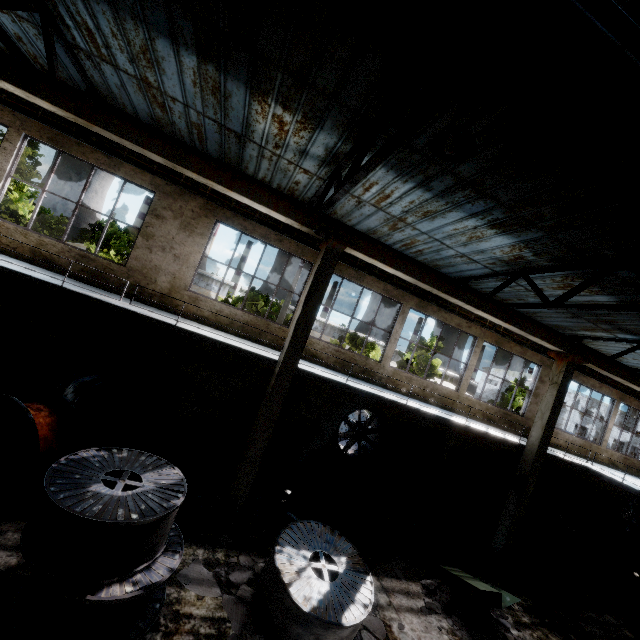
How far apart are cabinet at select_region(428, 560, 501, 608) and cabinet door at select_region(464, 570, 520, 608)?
0.0 meters

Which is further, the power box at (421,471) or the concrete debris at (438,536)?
the power box at (421,471)

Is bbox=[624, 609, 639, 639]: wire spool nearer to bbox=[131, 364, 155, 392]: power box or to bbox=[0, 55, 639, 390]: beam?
bbox=[0, 55, 639, 390]: beam

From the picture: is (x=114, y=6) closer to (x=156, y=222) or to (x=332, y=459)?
(x=156, y=222)

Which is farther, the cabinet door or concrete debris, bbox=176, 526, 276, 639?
the cabinet door

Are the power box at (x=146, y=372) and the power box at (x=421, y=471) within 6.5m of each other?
no

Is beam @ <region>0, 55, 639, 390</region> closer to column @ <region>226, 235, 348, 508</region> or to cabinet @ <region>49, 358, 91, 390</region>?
column @ <region>226, 235, 348, 508</region>

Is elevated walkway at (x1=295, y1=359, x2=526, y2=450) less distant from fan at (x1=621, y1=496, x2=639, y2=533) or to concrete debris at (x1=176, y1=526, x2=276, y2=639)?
fan at (x1=621, y1=496, x2=639, y2=533)
